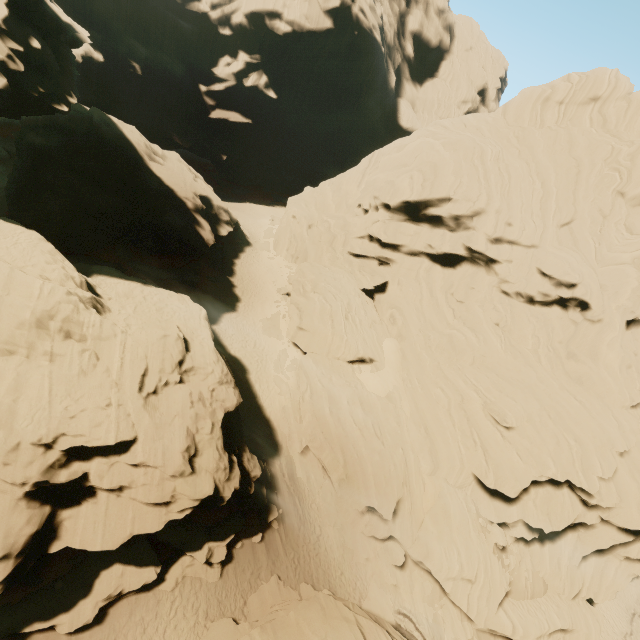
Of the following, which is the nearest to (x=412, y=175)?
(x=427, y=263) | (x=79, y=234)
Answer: (x=427, y=263)

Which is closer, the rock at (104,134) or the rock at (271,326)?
the rock at (104,134)

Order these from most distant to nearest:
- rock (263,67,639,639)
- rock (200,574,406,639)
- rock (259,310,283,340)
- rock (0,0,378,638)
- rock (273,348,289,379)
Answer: rock (259,310,283,340)
rock (273,348,289,379)
rock (263,67,639,639)
rock (200,574,406,639)
rock (0,0,378,638)

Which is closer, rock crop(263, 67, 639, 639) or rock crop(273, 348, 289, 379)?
rock crop(263, 67, 639, 639)

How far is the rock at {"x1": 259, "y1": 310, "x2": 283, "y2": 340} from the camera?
32.3 meters

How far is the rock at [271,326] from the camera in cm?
3228
